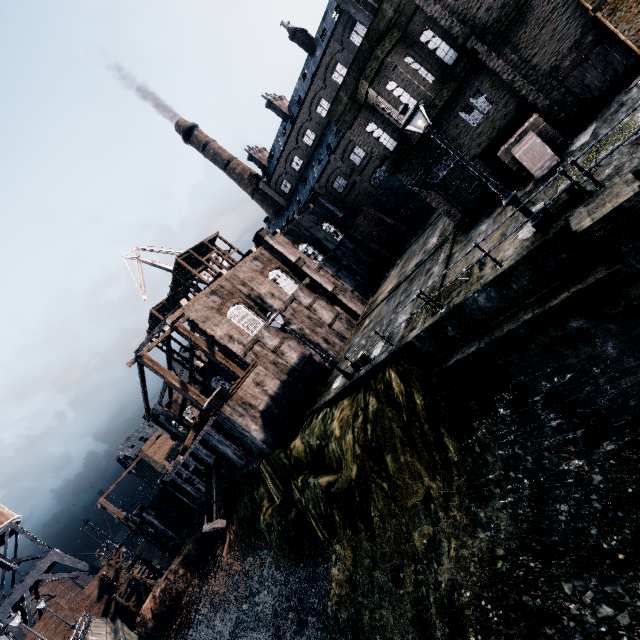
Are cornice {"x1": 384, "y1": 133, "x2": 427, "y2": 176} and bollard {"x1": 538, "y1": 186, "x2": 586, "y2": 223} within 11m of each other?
yes

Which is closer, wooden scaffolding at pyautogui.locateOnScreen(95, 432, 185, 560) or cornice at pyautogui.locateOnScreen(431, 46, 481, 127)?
cornice at pyautogui.locateOnScreen(431, 46, 481, 127)

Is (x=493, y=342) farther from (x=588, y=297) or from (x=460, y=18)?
(x=460, y=18)

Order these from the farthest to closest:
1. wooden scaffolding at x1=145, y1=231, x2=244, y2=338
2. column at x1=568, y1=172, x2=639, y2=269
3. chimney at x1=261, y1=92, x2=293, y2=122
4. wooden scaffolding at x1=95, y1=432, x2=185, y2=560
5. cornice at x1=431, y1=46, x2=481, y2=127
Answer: chimney at x1=261, y1=92, x2=293, y2=122 → wooden scaffolding at x1=145, y1=231, x2=244, y2=338 → wooden scaffolding at x1=95, y1=432, x2=185, y2=560 → cornice at x1=431, y1=46, x2=481, y2=127 → column at x1=568, y1=172, x2=639, y2=269

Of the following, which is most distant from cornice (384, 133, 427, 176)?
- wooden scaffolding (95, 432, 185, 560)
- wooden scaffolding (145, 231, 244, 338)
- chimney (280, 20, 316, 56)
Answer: wooden scaffolding (95, 432, 185, 560)

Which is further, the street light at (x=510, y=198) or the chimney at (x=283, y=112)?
the chimney at (x=283, y=112)

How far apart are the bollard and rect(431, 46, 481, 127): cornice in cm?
887

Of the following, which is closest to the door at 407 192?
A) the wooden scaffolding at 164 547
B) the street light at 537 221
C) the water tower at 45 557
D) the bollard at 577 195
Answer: the bollard at 577 195
